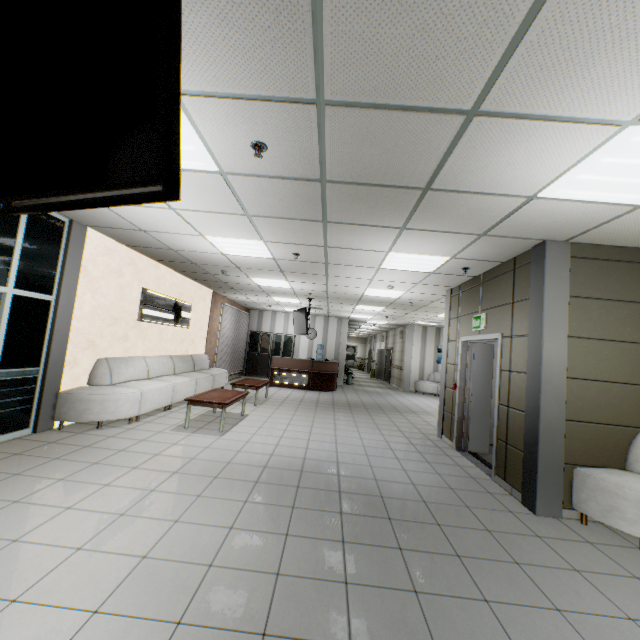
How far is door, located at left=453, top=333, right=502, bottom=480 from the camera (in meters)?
4.82

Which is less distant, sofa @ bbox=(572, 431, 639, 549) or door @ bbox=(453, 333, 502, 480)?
sofa @ bbox=(572, 431, 639, 549)

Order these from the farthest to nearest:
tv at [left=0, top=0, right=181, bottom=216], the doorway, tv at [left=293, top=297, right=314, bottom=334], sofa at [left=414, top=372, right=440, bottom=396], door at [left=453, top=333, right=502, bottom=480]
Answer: sofa at [left=414, top=372, right=440, bottom=396] → tv at [left=293, top=297, right=314, bottom=334] → door at [left=453, top=333, right=502, bottom=480] → the doorway → tv at [left=0, top=0, right=181, bottom=216]

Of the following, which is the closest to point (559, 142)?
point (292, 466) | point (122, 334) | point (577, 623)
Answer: point (577, 623)

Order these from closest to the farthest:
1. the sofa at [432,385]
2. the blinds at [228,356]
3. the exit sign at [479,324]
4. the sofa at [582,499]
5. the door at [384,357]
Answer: the sofa at [582,499] → the exit sign at [479,324] → the blinds at [228,356] → the sofa at [432,385] → the door at [384,357]

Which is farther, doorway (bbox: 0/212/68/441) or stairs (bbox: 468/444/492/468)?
stairs (bbox: 468/444/492/468)

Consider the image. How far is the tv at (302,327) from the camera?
9.8m

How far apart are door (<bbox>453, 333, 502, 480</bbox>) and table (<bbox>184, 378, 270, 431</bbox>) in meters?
4.3 m
